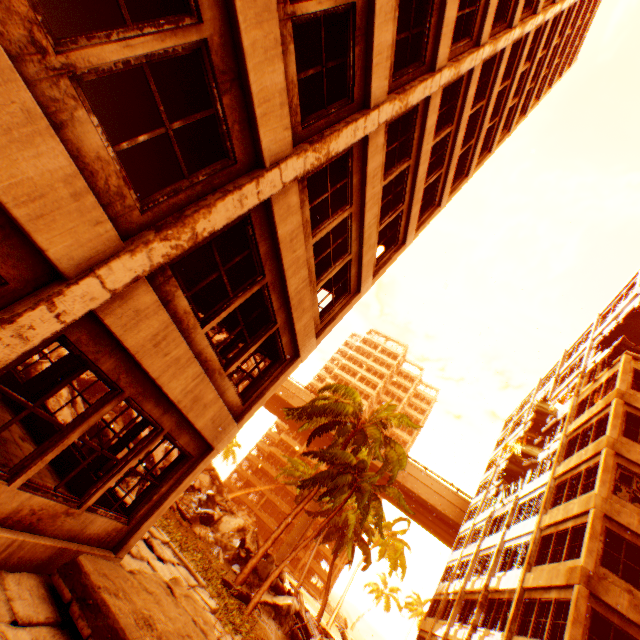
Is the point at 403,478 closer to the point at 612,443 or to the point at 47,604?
the point at 612,443

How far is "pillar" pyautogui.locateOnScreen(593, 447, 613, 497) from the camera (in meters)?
13.45

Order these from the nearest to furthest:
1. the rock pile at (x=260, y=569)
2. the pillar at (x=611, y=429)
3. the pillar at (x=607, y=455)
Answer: the pillar at (x=607, y=455), the pillar at (x=611, y=429), the rock pile at (x=260, y=569)

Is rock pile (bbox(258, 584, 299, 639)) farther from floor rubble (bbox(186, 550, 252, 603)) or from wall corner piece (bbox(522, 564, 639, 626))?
floor rubble (bbox(186, 550, 252, 603))

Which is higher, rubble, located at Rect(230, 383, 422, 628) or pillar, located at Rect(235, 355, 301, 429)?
rubble, located at Rect(230, 383, 422, 628)

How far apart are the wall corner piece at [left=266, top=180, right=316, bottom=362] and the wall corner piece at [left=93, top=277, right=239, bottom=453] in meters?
2.2 m

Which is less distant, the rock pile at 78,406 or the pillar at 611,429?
the rock pile at 78,406

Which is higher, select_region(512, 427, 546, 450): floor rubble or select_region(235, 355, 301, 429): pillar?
select_region(512, 427, 546, 450): floor rubble
